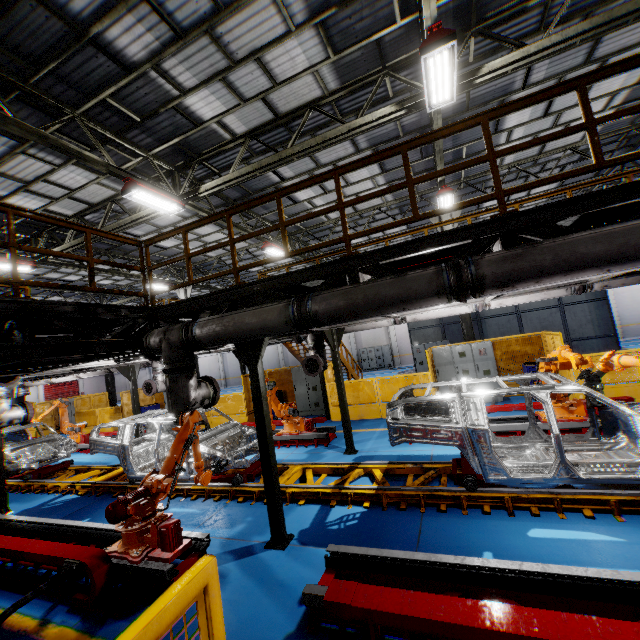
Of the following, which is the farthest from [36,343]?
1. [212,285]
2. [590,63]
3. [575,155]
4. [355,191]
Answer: [212,285]

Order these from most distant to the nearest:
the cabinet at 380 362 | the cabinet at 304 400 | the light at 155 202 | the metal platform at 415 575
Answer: the cabinet at 380 362 → the cabinet at 304 400 → the light at 155 202 → the metal platform at 415 575

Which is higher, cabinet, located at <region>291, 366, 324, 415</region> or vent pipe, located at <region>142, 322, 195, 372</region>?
vent pipe, located at <region>142, 322, 195, 372</region>

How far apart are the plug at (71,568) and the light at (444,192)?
13.1m

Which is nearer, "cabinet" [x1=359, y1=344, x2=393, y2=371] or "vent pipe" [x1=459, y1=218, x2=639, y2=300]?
"vent pipe" [x1=459, y1=218, x2=639, y2=300]

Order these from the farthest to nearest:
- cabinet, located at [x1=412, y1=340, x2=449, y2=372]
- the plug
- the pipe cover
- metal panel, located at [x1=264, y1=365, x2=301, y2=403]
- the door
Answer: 1. the door
2. cabinet, located at [x1=412, y1=340, x2=449, y2=372]
3. metal panel, located at [x1=264, y1=365, x2=301, y2=403]
4. the pipe cover
5. the plug

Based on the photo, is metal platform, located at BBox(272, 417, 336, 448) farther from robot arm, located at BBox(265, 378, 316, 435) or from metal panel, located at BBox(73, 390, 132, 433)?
metal panel, located at BBox(73, 390, 132, 433)

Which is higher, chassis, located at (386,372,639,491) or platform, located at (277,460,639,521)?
chassis, located at (386,372,639,491)
